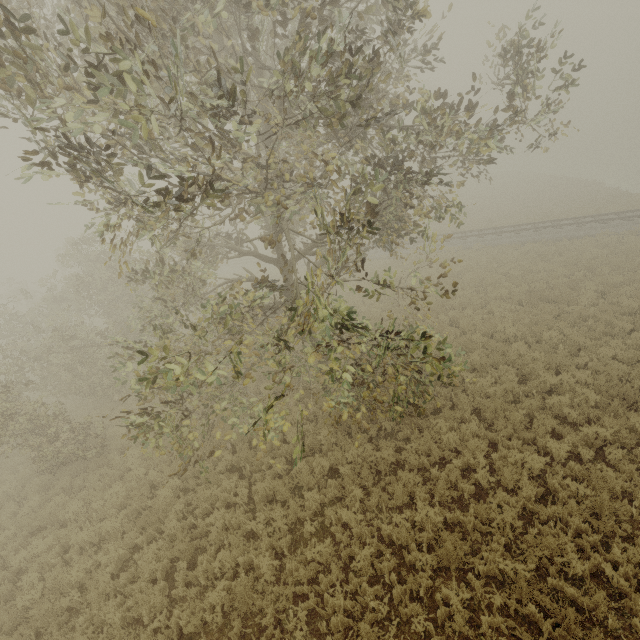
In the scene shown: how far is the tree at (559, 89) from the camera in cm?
728

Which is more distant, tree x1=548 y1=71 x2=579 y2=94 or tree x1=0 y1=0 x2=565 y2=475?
tree x1=548 y1=71 x2=579 y2=94

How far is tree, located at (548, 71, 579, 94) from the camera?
7.3 meters

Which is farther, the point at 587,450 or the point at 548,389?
the point at 548,389

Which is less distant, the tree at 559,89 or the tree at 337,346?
the tree at 337,346
